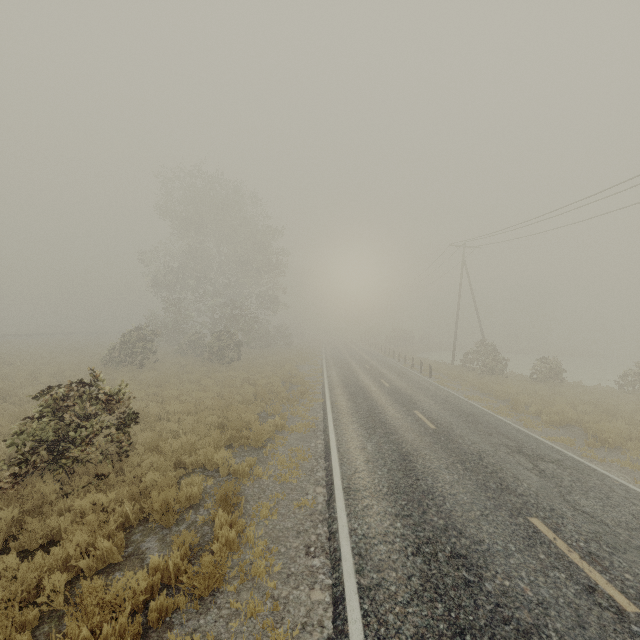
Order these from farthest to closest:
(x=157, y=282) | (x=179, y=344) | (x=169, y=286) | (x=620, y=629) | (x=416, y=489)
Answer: (x=157, y=282), (x=169, y=286), (x=179, y=344), (x=416, y=489), (x=620, y=629)
